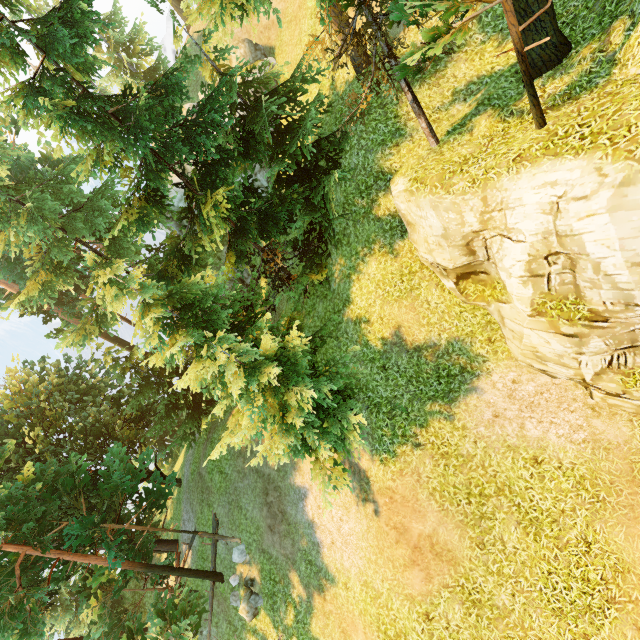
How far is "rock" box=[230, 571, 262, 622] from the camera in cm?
1564

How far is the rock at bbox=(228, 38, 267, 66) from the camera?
20.5 meters

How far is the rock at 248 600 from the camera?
15.6m

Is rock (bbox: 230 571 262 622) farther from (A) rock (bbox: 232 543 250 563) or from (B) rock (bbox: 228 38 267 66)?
(B) rock (bbox: 228 38 267 66)

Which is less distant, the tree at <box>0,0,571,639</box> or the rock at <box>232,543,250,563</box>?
the tree at <box>0,0,571,639</box>

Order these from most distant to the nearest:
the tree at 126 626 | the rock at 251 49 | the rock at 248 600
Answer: the rock at 251 49
the rock at 248 600
the tree at 126 626

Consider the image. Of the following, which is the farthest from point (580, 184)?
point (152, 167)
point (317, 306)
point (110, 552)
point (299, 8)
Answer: point (110, 552)

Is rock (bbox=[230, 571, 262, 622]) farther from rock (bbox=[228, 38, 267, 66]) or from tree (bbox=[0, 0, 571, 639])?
rock (bbox=[228, 38, 267, 66])
